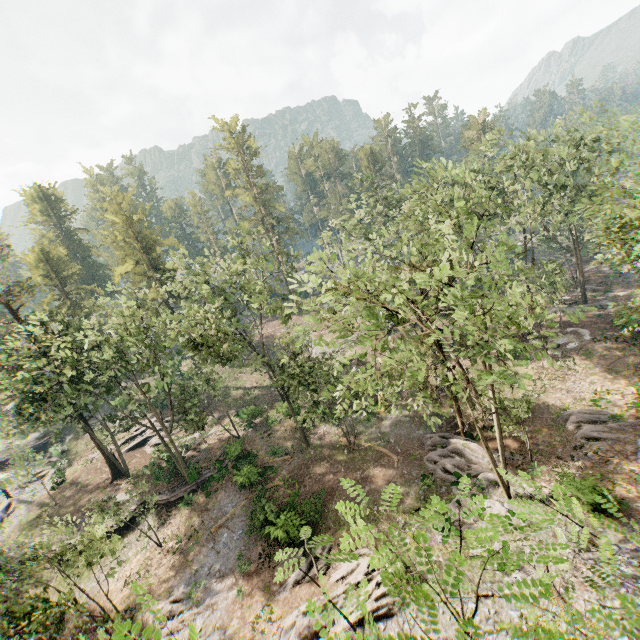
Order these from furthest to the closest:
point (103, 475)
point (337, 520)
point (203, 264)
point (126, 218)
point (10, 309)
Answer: point (126, 218), point (103, 475), point (203, 264), point (10, 309), point (337, 520)

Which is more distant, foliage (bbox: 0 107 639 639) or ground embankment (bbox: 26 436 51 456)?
ground embankment (bbox: 26 436 51 456)

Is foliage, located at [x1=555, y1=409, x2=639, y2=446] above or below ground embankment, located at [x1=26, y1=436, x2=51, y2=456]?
below

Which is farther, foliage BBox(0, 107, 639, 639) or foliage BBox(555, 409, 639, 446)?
foliage BBox(555, 409, 639, 446)

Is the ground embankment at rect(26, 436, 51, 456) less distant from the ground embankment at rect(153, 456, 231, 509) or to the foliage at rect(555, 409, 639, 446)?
the foliage at rect(555, 409, 639, 446)

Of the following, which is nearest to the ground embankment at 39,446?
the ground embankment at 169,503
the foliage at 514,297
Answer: the foliage at 514,297

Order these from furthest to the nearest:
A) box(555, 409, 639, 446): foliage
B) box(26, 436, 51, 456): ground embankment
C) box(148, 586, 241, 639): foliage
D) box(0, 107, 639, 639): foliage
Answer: box(26, 436, 51, 456): ground embankment < box(555, 409, 639, 446): foliage < box(0, 107, 639, 639): foliage < box(148, 586, 241, 639): foliage

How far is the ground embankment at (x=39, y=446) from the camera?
43.75m
